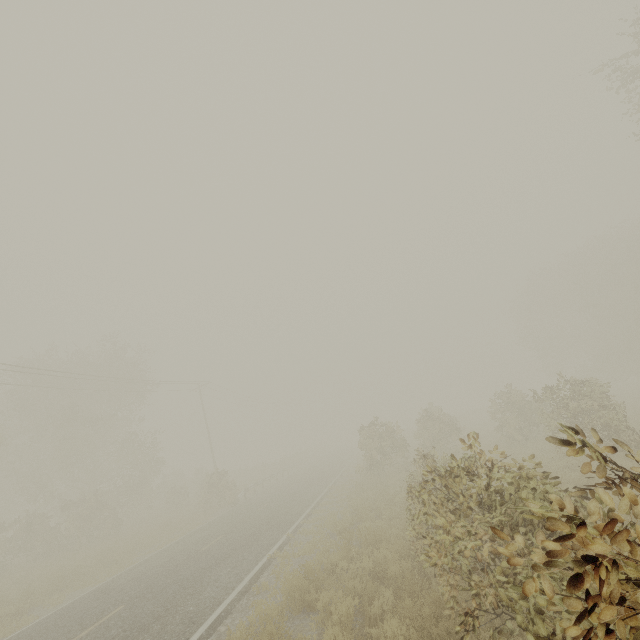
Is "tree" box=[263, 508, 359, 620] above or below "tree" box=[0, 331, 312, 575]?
below

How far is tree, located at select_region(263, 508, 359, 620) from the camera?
7.1m

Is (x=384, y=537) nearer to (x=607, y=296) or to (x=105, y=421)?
(x=105, y=421)

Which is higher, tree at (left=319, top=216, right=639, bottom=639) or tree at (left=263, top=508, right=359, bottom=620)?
tree at (left=319, top=216, right=639, bottom=639)

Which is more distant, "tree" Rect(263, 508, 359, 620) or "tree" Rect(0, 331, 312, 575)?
"tree" Rect(0, 331, 312, 575)

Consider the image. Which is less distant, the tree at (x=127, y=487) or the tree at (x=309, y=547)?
the tree at (x=309, y=547)

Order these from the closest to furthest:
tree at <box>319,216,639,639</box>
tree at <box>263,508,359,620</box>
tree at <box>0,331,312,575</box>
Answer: tree at <box>319,216,639,639</box>, tree at <box>263,508,359,620</box>, tree at <box>0,331,312,575</box>

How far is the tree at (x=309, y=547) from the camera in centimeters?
713cm
